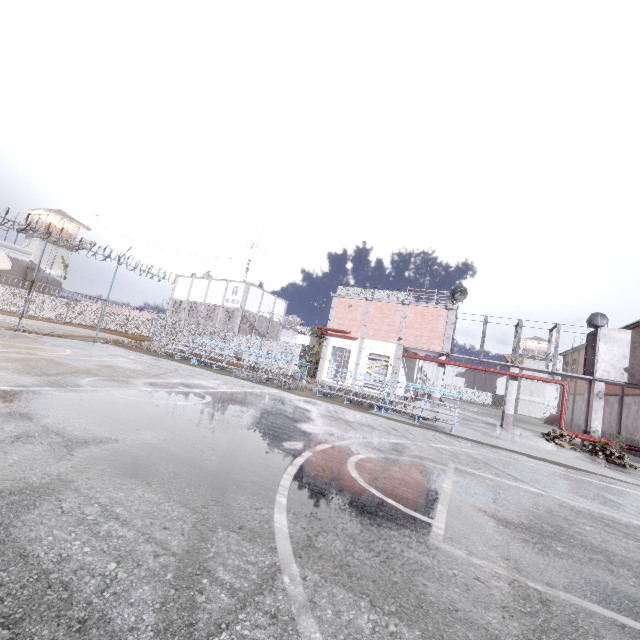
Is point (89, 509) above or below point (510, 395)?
below

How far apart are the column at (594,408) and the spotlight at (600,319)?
3.4m

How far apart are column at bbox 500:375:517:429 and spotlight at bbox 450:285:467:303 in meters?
5.0 m

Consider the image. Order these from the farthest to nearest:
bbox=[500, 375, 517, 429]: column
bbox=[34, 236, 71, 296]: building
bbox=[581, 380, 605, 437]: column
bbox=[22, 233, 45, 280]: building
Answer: bbox=[34, 236, 71, 296]: building → bbox=[22, 233, 45, 280]: building → bbox=[500, 375, 517, 429]: column → bbox=[581, 380, 605, 437]: column

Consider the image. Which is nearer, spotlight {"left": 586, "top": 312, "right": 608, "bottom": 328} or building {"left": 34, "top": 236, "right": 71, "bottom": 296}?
spotlight {"left": 586, "top": 312, "right": 608, "bottom": 328}

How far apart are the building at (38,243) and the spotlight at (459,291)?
51.7m

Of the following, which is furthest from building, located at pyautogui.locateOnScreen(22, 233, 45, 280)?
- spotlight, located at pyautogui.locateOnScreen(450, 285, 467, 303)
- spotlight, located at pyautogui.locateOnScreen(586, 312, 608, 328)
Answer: spotlight, located at pyautogui.locateOnScreen(586, 312, 608, 328)

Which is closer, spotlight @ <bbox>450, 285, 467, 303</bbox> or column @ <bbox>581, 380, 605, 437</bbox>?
column @ <bbox>581, 380, 605, 437</bbox>
